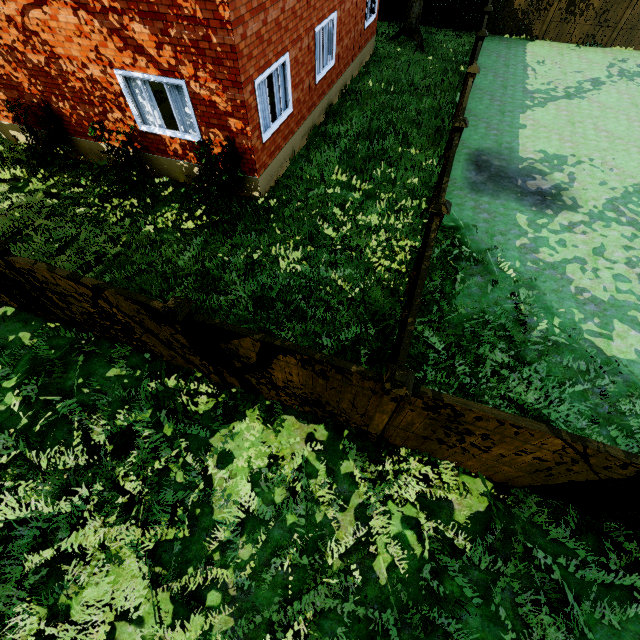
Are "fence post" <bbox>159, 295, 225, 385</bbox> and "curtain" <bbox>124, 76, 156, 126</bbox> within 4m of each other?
no

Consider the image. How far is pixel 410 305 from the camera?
4.9 meters

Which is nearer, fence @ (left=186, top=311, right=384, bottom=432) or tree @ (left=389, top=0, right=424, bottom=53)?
fence @ (left=186, top=311, right=384, bottom=432)

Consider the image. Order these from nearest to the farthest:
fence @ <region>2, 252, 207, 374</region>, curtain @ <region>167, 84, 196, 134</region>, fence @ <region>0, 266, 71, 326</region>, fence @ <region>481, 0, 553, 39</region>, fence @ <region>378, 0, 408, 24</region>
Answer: fence @ <region>2, 252, 207, 374</region> → fence @ <region>0, 266, 71, 326</region> → curtain @ <region>167, 84, 196, 134</region> → fence @ <region>481, 0, 553, 39</region> → fence @ <region>378, 0, 408, 24</region>

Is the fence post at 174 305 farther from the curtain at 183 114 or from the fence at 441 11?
the curtain at 183 114

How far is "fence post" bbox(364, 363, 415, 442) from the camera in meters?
3.6 m

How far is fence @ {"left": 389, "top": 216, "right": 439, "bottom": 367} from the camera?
4.1 meters

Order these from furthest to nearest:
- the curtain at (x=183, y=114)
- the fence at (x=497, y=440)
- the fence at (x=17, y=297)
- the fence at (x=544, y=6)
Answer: the fence at (x=544, y=6), the curtain at (x=183, y=114), the fence at (x=17, y=297), the fence at (x=497, y=440)
